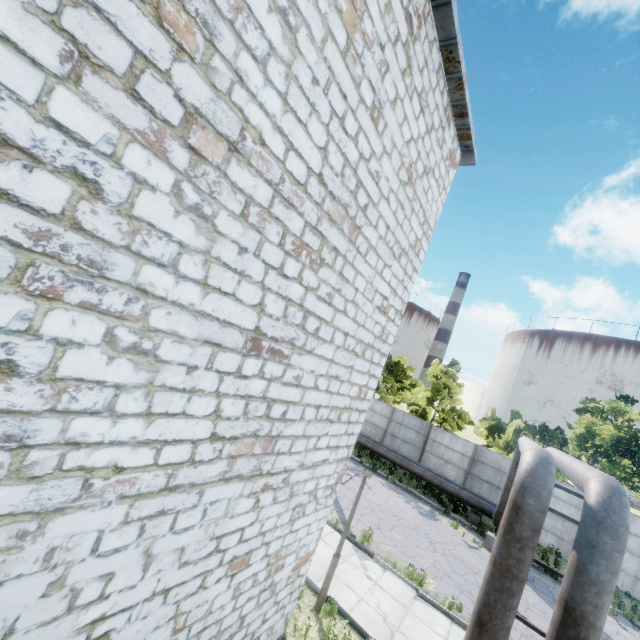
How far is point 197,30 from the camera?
2.40m
